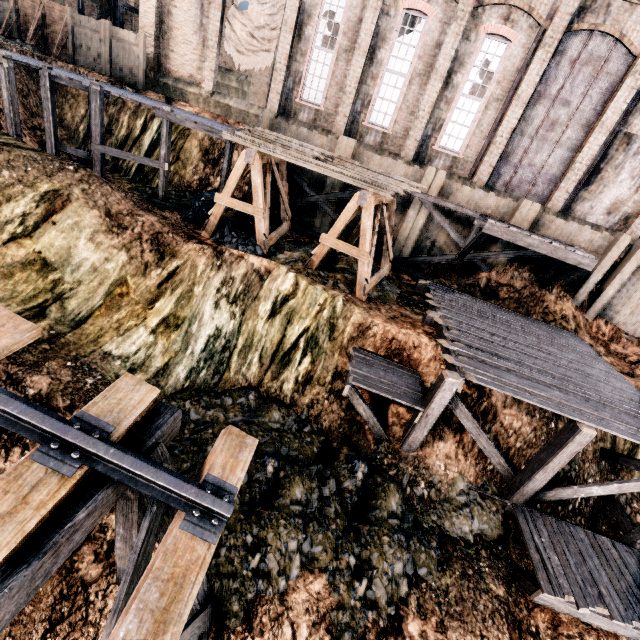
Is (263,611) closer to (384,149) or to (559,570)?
(559,570)

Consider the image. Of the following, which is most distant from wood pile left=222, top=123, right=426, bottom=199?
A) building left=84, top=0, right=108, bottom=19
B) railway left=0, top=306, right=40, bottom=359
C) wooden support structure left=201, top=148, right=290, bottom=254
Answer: railway left=0, top=306, right=40, bottom=359

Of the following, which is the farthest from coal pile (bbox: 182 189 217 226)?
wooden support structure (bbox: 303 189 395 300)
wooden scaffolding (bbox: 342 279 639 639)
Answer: wooden scaffolding (bbox: 342 279 639 639)

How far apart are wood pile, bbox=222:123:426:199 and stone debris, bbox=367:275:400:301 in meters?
3.5 m

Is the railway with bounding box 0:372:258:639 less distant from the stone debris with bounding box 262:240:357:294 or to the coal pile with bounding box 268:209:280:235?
the stone debris with bounding box 262:240:357:294

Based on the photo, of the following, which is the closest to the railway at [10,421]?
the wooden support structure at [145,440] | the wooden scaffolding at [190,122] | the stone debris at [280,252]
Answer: the wooden support structure at [145,440]

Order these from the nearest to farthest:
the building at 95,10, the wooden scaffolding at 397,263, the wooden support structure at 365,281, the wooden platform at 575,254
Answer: the wooden support structure at 365,281 → the wooden platform at 575,254 → the wooden scaffolding at 397,263 → the building at 95,10
